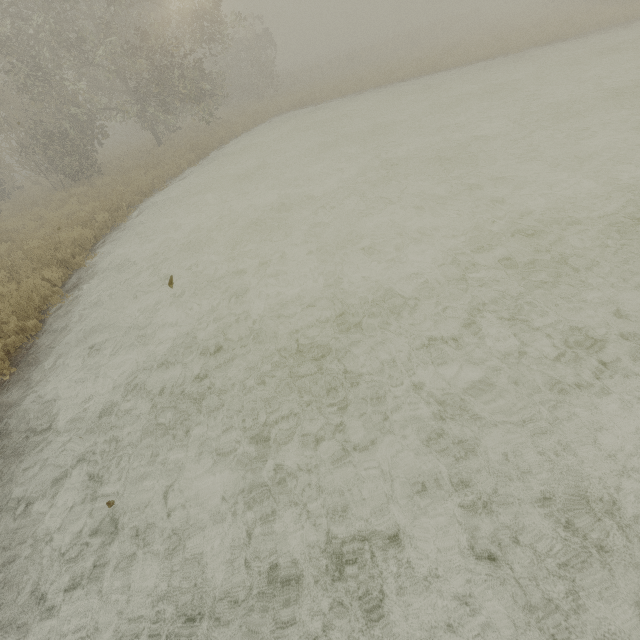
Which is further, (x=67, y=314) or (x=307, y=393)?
(x=67, y=314)
